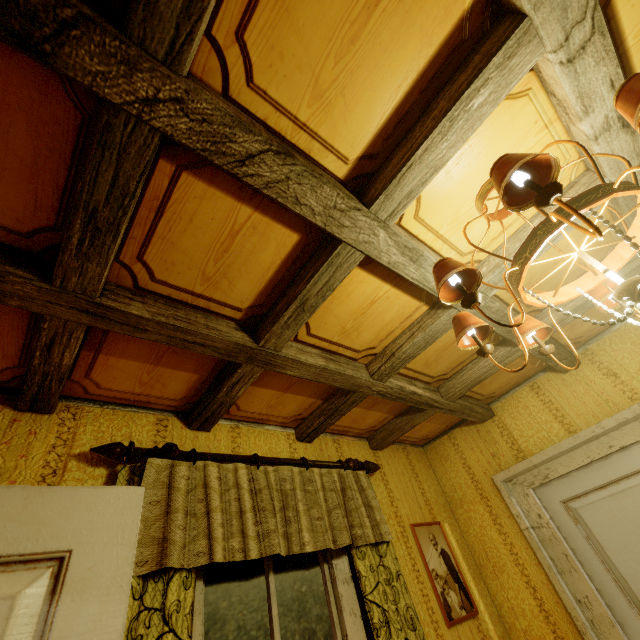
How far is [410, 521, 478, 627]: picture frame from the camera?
2.35m

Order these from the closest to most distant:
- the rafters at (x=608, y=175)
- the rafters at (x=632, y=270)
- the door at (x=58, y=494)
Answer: the door at (x=58, y=494), the rafters at (x=608, y=175), the rafters at (x=632, y=270)

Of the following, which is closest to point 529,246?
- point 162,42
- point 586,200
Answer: point 586,200

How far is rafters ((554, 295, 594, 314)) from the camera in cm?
206

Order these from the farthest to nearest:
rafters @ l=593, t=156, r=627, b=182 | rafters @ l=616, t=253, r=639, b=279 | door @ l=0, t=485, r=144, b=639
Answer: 1. rafters @ l=616, t=253, r=639, b=279
2. rafters @ l=593, t=156, r=627, b=182
3. door @ l=0, t=485, r=144, b=639

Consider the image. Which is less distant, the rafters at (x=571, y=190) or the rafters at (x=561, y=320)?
the rafters at (x=571, y=190)

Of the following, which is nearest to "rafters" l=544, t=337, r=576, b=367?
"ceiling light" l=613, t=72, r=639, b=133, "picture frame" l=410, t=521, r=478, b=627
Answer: "ceiling light" l=613, t=72, r=639, b=133
